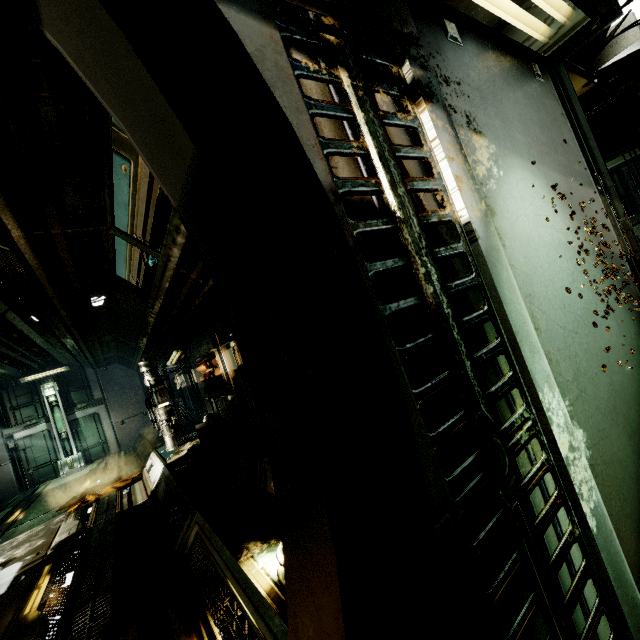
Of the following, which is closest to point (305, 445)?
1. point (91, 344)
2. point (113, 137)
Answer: point (113, 137)

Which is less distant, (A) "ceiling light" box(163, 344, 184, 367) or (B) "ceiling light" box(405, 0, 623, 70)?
(B) "ceiling light" box(405, 0, 623, 70)

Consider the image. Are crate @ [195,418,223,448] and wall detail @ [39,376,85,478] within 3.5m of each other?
no

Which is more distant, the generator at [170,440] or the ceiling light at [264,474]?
the generator at [170,440]

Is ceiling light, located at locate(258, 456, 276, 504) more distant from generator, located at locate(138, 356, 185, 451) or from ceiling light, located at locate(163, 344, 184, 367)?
ceiling light, located at locate(163, 344, 184, 367)

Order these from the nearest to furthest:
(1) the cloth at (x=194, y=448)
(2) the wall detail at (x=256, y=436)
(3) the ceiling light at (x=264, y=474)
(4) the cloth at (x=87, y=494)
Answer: (3) the ceiling light at (x=264, y=474)
(2) the wall detail at (x=256, y=436)
(1) the cloth at (x=194, y=448)
(4) the cloth at (x=87, y=494)

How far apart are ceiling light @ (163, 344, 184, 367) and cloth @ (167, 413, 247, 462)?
2.1m

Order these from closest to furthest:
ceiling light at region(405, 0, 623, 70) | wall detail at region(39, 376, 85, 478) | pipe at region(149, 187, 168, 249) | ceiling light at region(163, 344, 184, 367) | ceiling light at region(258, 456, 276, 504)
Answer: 1. ceiling light at region(405, 0, 623, 70)
2. ceiling light at region(258, 456, 276, 504)
3. pipe at region(149, 187, 168, 249)
4. ceiling light at region(163, 344, 184, 367)
5. wall detail at region(39, 376, 85, 478)
